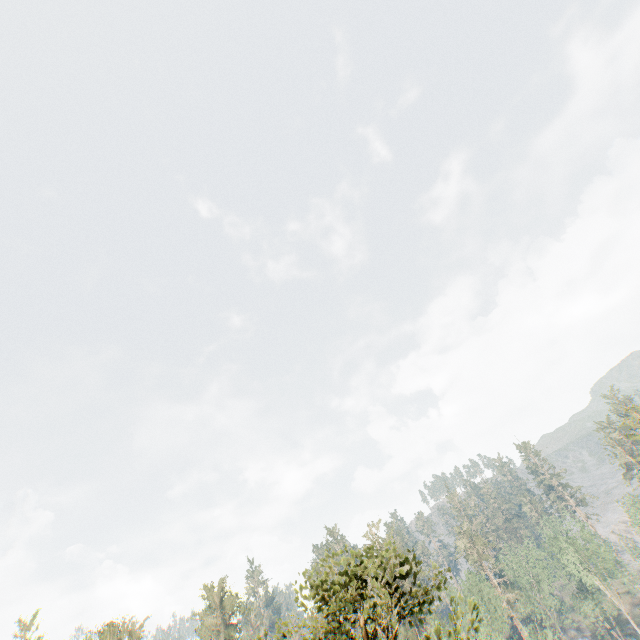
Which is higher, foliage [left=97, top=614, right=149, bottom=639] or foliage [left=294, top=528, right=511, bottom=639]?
foliage [left=97, top=614, right=149, bottom=639]

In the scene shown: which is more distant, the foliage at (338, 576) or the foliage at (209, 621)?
the foliage at (209, 621)

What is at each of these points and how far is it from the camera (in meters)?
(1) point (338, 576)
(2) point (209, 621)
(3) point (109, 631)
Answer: (1) foliage, 12.43
(2) foliage, 53.62
(3) foliage, 33.12

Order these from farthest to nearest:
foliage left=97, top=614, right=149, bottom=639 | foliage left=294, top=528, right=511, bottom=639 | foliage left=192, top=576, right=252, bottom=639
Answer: foliage left=192, top=576, right=252, bottom=639 → foliage left=97, top=614, right=149, bottom=639 → foliage left=294, top=528, right=511, bottom=639

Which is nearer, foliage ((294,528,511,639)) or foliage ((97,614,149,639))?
foliage ((294,528,511,639))

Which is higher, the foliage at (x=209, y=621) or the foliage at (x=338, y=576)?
the foliage at (x=209, y=621)
